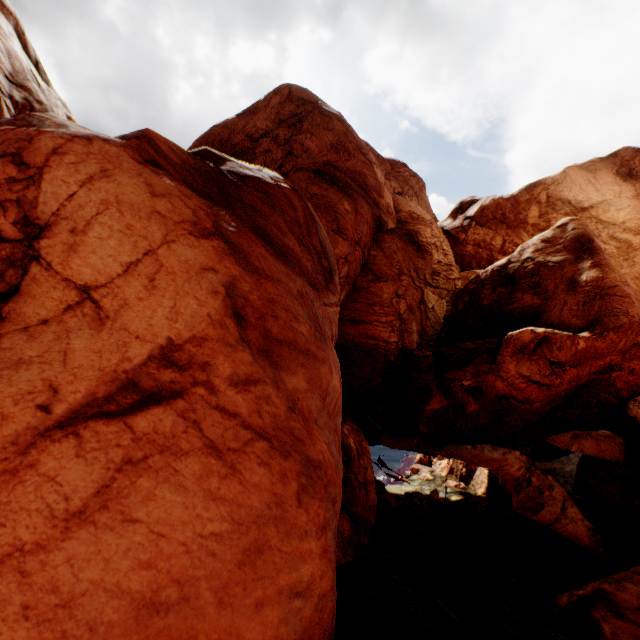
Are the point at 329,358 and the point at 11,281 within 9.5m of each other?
yes
